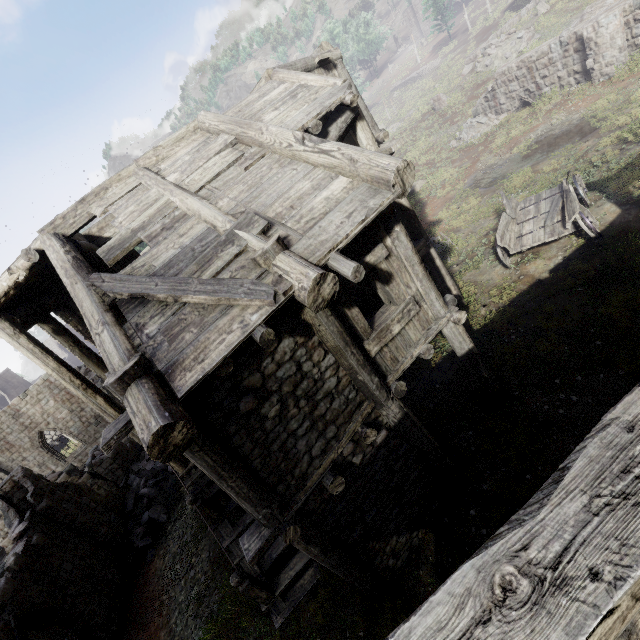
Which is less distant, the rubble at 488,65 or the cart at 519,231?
the cart at 519,231

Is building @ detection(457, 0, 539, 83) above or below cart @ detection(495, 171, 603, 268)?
above

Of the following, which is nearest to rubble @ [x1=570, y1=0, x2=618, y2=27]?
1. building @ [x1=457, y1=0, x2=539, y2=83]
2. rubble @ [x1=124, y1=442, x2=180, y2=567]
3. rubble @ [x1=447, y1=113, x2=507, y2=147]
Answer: building @ [x1=457, y1=0, x2=539, y2=83]

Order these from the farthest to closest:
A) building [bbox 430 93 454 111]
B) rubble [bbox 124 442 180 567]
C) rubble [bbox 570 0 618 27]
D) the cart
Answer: building [bbox 430 93 454 111] < rubble [bbox 570 0 618 27] < rubble [bbox 124 442 180 567] < the cart

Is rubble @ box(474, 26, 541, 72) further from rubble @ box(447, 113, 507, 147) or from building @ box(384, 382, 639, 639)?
building @ box(384, 382, 639, 639)

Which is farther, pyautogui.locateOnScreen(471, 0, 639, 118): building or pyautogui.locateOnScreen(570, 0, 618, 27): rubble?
pyautogui.locateOnScreen(570, 0, 618, 27): rubble

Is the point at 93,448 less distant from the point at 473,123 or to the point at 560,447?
the point at 560,447

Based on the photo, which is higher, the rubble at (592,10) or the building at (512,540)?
the building at (512,540)
